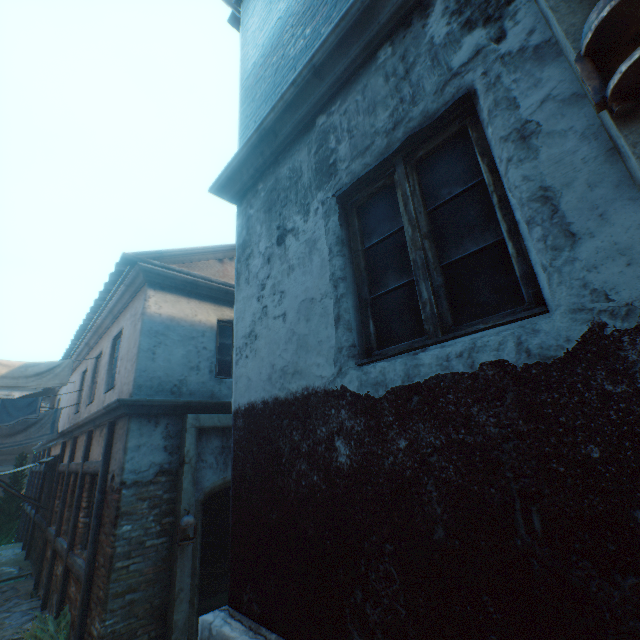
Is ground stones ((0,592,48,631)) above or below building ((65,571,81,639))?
below

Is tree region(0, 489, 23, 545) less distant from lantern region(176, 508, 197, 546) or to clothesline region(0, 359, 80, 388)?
clothesline region(0, 359, 80, 388)

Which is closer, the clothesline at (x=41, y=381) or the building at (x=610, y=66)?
the building at (x=610, y=66)

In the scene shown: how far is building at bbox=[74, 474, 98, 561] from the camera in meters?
6.2

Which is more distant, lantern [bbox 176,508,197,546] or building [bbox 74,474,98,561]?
building [bbox 74,474,98,561]

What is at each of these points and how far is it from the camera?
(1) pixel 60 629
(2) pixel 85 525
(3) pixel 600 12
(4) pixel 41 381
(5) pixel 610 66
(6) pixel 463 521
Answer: (1) plants, 5.5 meters
(2) building, 6.4 meters
(3) lantern, 1.0 meters
(4) clothesline, 7.8 meters
(5) building, 1.0 meters
(6) building, 1.3 meters

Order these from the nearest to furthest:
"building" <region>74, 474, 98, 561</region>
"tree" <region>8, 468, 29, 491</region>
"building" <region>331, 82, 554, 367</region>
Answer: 1. "building" <region>331, 82, 554, 367</region>
2. "building" <region>74, 474, 98, 561</region>
3. "tree" <region>8, 468, 29, 491</region>

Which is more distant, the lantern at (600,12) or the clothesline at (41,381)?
the clothesline at (41,381)
